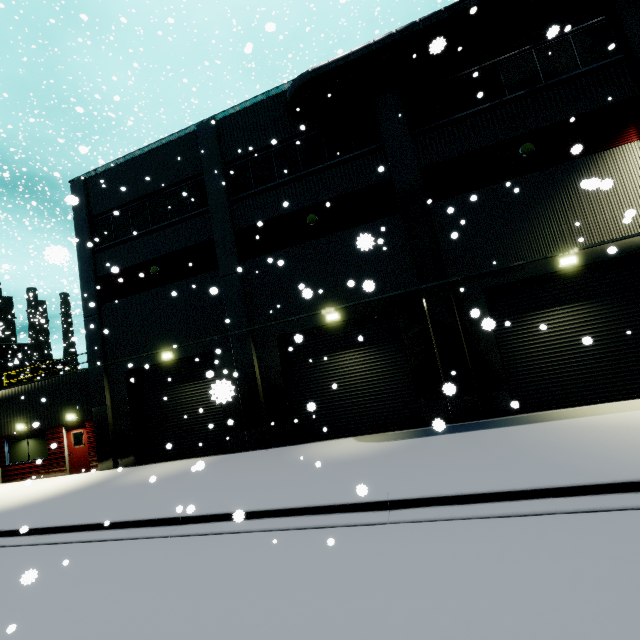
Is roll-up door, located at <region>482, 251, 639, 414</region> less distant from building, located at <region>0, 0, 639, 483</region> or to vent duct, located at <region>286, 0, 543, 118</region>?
building, located at <region>0, 0, 639, 483</region>

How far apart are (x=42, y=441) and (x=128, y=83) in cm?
3571

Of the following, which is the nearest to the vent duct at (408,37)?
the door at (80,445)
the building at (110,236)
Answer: the building at (110,236)

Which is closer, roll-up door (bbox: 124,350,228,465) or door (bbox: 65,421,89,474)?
roll-up door (bbox: 124,350,228,465)

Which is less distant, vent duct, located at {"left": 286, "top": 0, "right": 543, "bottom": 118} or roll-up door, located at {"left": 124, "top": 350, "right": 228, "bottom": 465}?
vent duct, located at {"left": 286, "top": 0, "right": 543, "bottom": 118}

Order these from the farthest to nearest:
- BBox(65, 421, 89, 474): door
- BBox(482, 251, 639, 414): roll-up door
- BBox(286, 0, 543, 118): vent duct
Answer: BBox(65, 421, 89, 474): door < BBox(286, 0, 543, 118): vent duct < BBox(482, 251, 639, 414): roll-up door

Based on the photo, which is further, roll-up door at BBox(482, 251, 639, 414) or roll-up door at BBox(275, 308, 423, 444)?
roll-up door at BBox(275, 308, 423, 444)

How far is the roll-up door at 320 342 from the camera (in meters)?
12.08
